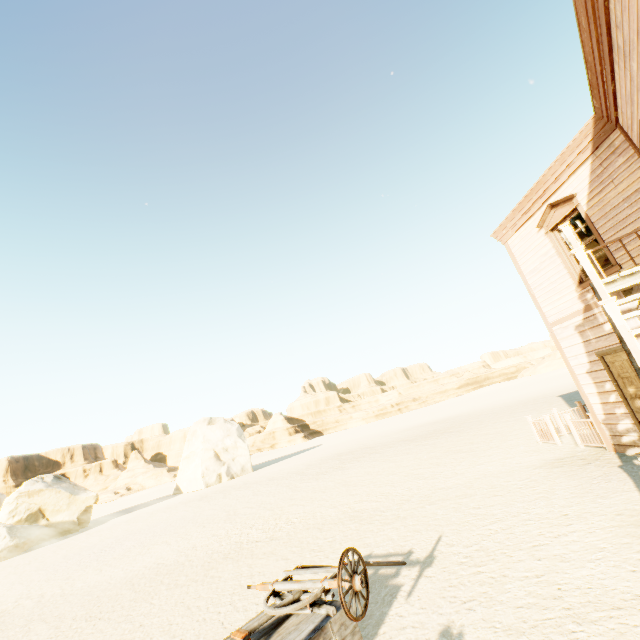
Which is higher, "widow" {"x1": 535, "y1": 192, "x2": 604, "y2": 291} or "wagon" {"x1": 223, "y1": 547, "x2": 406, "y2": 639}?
"widow" {"x1": 535, "y1": 192, "x2": 604, "y2": 291}

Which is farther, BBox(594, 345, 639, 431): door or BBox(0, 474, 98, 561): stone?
BBox(0, 474, 98, 561): stone

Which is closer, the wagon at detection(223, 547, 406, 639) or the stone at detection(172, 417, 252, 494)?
the wagon at detection(223, 547, 406, 639)

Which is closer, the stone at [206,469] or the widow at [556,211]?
the widow at [556,211]

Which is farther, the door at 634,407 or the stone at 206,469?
the stone at 206,469

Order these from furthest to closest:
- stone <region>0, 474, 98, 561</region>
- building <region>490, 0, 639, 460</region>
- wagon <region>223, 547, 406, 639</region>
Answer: stone <region>0, 474, 98, 561</region>, building <region>490, 0, 639, 460</region>, wagon <region>223, 547, 406, 639</region>

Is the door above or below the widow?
below

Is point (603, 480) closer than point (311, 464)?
Yes
